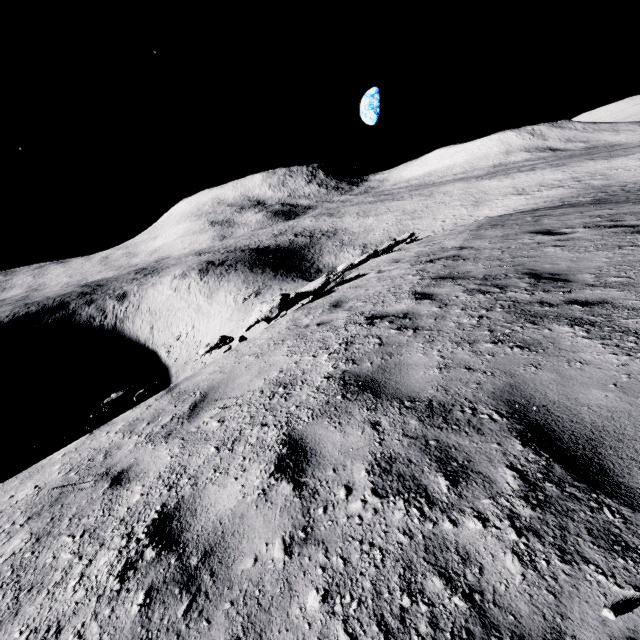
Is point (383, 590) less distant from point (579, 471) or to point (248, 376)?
point (579, 471)
